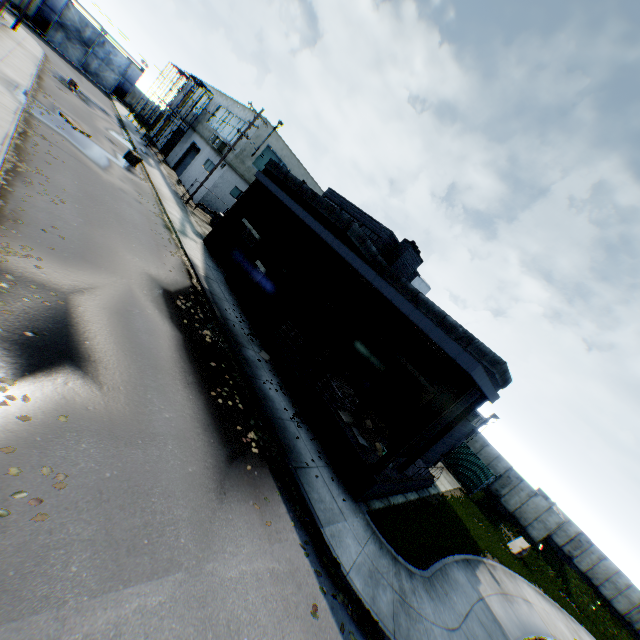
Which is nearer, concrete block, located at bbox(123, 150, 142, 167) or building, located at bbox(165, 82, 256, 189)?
concrete block, located at bbox(123, 150, 142, 167)

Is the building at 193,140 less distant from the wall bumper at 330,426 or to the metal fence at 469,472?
the metal fence at 469,472

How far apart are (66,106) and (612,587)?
62.51m

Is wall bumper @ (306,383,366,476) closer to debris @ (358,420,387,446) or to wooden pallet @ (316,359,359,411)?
wooden pallet @ (316,359,359,411)

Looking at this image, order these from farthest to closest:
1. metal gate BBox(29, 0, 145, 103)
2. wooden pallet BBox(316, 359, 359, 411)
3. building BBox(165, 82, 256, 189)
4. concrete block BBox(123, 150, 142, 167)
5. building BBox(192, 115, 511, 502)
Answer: metal gate BBox(29, 0, 145, 103)
building BBox(165, 82, 256, 189)
concrete block BBox(123, 150, 142, 167)
wooden pallet BBox(316, 359, 359, 411)
building BBox(192, 115, 511, 502)

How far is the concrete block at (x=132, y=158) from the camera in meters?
23.8

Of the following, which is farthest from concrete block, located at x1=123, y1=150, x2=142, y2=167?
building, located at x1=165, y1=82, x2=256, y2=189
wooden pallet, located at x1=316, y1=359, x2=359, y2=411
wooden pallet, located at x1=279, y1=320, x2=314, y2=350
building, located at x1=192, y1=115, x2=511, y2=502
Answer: wooden pallet, located at x1=316, y1=359, x2=359, y2=411

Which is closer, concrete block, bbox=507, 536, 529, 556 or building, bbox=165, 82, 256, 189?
concrete block, bbox=507, 536, 529, 556
